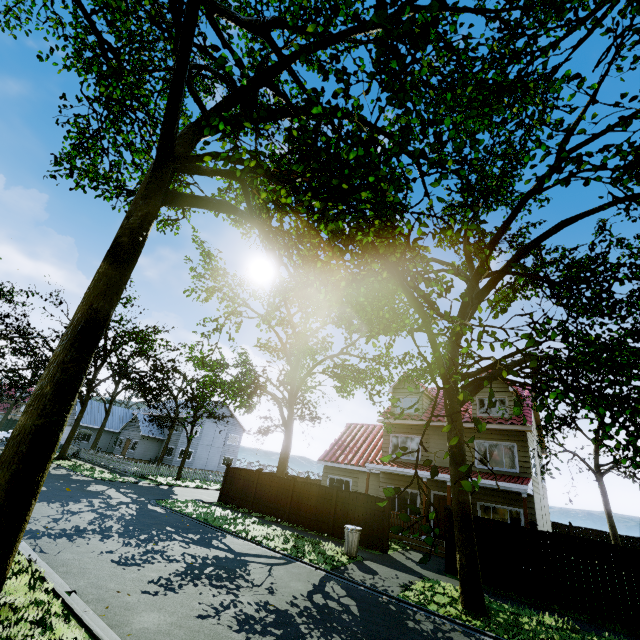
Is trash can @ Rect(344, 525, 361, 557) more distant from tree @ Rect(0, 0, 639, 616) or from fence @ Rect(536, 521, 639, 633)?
tree @ Rect(0, 0, 639, 616)

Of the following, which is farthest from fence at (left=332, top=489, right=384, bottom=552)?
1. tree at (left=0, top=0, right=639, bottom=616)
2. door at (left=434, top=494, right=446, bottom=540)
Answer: door at (left=434, top=494, right=446, bottom=540)

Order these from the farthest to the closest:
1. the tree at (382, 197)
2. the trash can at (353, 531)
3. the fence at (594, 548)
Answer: the trash can at (353, 531) → the fence at (594, 548) → the tree at (382, 197)

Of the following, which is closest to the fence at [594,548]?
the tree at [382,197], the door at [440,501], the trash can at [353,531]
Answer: the tree at [382,197]

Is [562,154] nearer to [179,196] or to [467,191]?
[179,196]

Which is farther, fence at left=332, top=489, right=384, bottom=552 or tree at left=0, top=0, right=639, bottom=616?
fence at left=332, top=489, right=384, bottom=552

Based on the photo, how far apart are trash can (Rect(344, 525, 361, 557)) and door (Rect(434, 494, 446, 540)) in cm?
688
